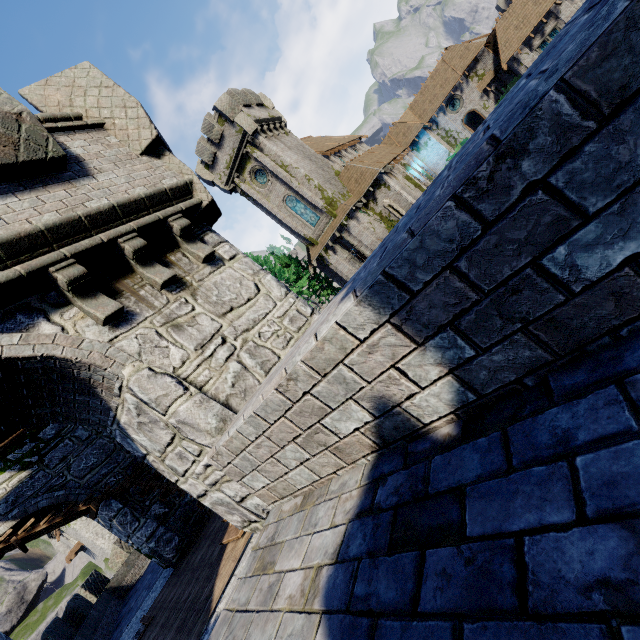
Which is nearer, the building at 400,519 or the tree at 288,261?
the building at 400,519

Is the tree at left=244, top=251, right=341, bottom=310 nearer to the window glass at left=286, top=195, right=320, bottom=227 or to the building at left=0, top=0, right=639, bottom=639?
the window glass at left=286, top=195, right=320, bottom=227

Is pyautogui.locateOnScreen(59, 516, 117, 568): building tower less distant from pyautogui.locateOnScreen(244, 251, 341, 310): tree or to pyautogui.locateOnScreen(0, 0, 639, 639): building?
pyautogui.locateOnScreen(244, 251, 341, 310): tree

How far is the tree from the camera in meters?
34.2

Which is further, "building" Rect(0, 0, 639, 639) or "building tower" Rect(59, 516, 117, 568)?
"building tower" Rect(59, 516, 117, 568)

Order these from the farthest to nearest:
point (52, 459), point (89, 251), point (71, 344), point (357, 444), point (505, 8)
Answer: point (505, 8) → point (52, 459) → point (89, 251) → point (71, 344) → point (357, 444)

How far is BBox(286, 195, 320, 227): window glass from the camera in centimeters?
3000cm

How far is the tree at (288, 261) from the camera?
34.25m
